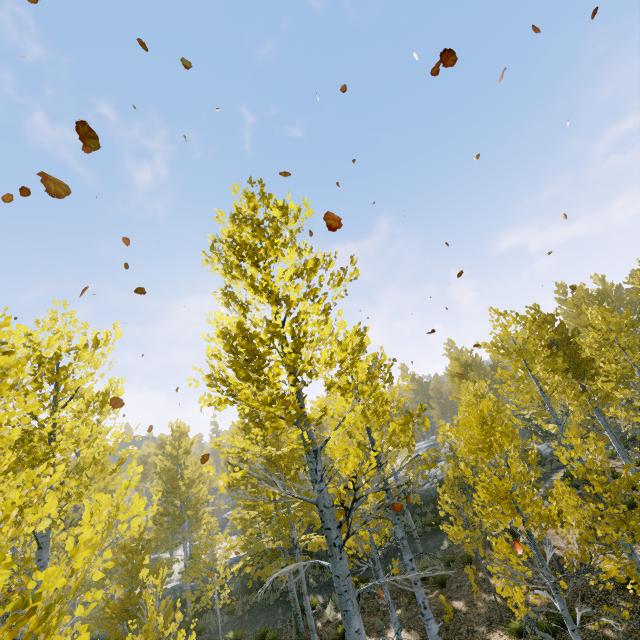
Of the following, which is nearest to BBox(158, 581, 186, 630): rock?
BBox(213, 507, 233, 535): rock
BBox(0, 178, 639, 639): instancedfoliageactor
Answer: BBox(0, 178, 639, 639): instancedfoliageactor

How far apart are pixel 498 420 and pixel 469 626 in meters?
7.7 m

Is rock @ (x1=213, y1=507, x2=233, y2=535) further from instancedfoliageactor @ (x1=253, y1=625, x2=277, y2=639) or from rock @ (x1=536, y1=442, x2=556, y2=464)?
rock @ (x1=536, y1=442, x2=556, y2=464)

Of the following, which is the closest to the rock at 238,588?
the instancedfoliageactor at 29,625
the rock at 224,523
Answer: the instancedfoliageactor at 29,625

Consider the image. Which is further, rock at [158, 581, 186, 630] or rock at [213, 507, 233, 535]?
rock at [213, 507, 233, 535]

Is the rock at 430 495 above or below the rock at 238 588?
above
